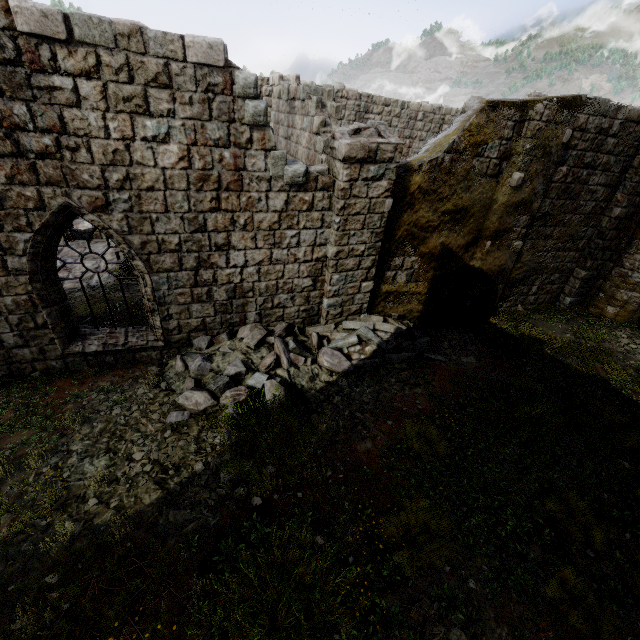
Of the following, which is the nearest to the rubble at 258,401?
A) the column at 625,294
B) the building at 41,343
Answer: the building at 41,343

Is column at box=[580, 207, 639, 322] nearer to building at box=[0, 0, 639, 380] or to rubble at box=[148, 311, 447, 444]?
building at box=[0, 0, 639, 380]

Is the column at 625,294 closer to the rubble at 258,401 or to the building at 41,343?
the building at 41,343

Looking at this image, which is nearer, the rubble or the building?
the building

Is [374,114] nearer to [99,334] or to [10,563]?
[99,334]

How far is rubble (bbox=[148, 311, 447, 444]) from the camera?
6.4 meters

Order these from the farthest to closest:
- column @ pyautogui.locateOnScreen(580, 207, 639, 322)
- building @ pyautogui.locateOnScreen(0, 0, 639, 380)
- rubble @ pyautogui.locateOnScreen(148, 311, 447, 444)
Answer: column @ pyautogui.locateOnScreen(580, 207, 639, 322), rubble @ pyautogui.locateOnScreen(148, 311, 447, 444), building @ pyautogui.locateOnScreen(0, 0, 639, 380)
